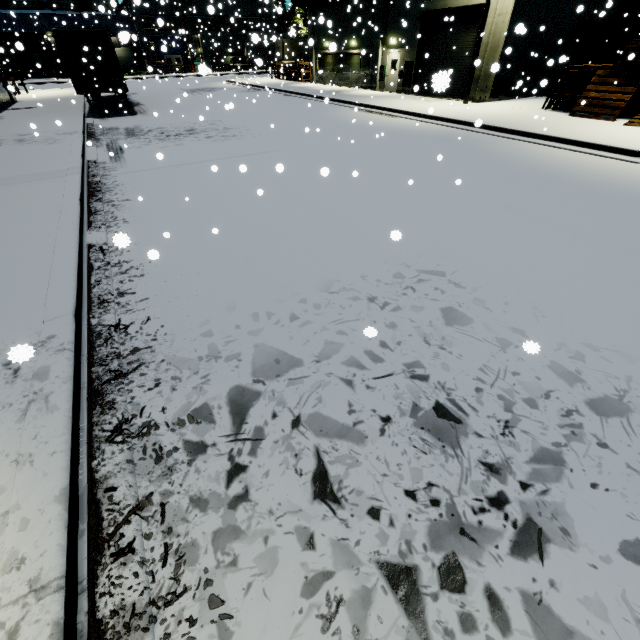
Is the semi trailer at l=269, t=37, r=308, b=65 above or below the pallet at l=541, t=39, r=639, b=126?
above

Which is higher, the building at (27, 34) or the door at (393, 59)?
the building at (27, 34)

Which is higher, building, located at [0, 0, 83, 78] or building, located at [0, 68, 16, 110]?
building, located at [0, 0, 83, 78]

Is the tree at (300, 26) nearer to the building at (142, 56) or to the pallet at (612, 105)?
the building at (142, 56)

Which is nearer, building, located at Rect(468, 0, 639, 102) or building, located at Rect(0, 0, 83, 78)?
building, located at Rect(468, 0, 639, 102)

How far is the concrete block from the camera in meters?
54.5

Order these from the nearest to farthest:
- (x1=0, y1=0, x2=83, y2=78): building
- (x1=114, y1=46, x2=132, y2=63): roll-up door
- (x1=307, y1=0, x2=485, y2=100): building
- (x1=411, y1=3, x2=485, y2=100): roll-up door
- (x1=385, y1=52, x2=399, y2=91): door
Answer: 1. (x1=411, y1=3, x2=485, y2=100): roll-up door
2. (x1=307, y1=0, x2=485, y2=100): building
3. (x1=385, y1=52, x2=399, y2=91): door
4. (x1=0, y1=0, x2=83, y2=78): building
5. (x1=114, y1=46, x2=132, y2=63): roll-up door

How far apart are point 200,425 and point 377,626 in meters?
2.1
